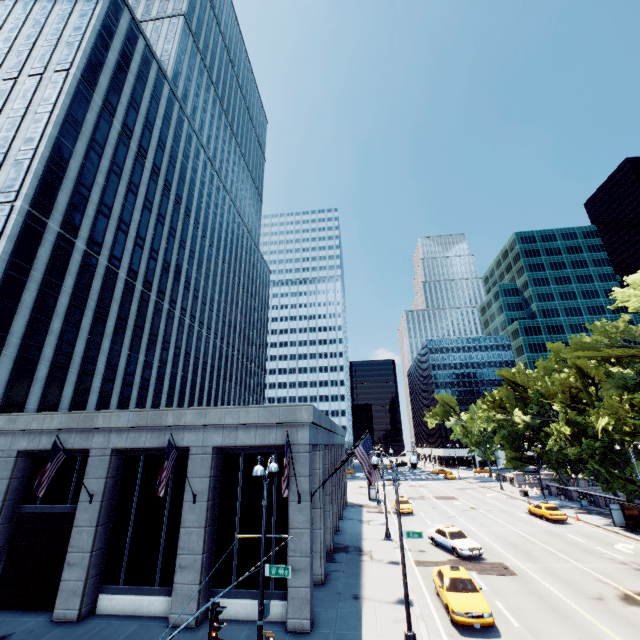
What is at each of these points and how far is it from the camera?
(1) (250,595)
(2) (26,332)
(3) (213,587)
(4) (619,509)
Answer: (1) building, 15.63m
(2) building, 26.17m
(3) building, 16.00m
(4) bus stop, 30.28m

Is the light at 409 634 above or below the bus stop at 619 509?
below

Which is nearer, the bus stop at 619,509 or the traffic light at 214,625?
the traffic light at 214,625

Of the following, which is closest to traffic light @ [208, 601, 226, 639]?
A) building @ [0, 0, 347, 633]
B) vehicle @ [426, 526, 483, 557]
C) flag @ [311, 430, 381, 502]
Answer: building @ [0, 0, 347, 633]

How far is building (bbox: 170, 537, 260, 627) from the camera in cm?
1499

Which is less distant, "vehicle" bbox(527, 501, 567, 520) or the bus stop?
the bus stop

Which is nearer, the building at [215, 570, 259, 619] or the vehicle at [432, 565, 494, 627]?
the vehicle at [432, 565, 494, 627]

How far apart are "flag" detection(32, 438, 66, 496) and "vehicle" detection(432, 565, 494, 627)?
18.8 meters
